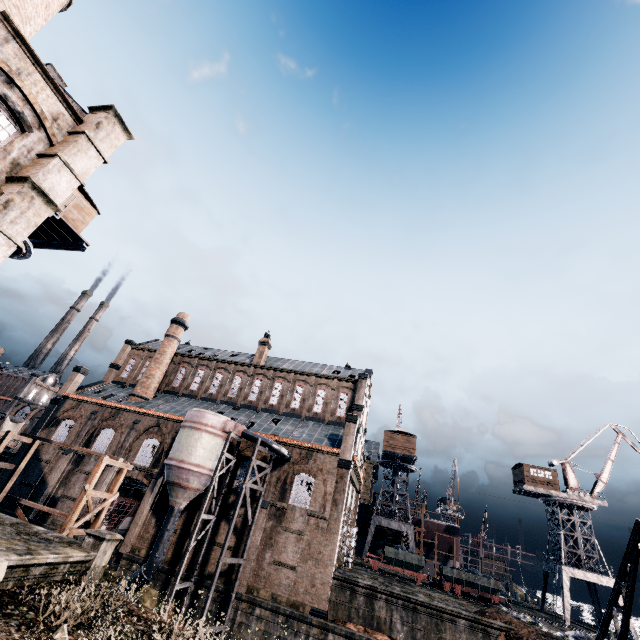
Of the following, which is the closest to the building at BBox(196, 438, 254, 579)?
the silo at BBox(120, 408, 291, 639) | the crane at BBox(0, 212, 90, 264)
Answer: the silo at BBox(120, 408, 291, 639)

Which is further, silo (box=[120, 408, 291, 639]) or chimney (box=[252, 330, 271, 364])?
chimney (box=[252, 330, 271, 364])

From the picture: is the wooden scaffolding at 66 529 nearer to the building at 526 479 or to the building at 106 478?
the building at 106 478

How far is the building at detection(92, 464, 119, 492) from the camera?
33.06m

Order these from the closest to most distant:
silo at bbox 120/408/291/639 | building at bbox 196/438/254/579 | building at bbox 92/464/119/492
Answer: silo at bbox 120/408/291/639 → building at bbox 196/438/254/579 → building at bbox 92/464/119/492

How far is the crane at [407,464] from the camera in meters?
46.4

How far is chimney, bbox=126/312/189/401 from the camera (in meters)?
42.25

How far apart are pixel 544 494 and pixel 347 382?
34.3m
